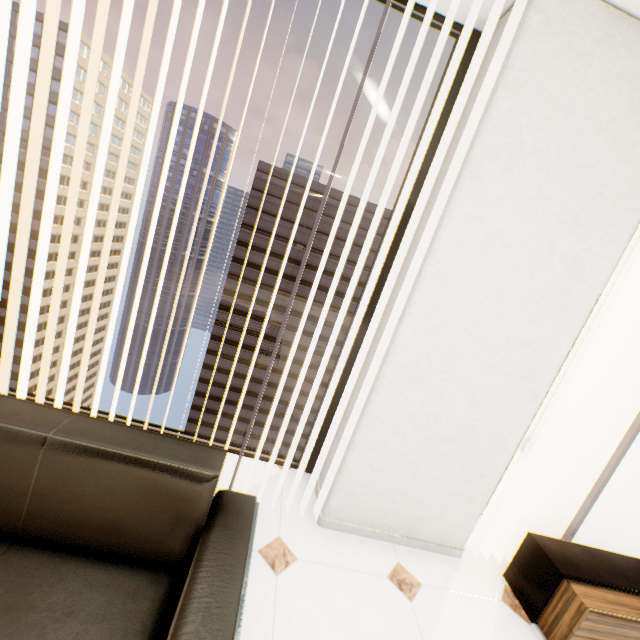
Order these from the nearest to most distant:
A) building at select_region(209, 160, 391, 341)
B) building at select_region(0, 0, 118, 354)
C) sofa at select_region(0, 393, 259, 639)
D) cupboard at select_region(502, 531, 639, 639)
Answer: sofa at select_region(0, 393, 259, 639) < cupboard at select_region(502, 531, 639, 639) < building at select_region(0, 0, 118, 354) < building at select_region(209, 160, 391, 341)

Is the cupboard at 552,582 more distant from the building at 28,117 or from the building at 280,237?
the building at 28,117

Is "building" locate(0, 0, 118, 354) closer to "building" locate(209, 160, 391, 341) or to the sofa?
"building" locate(209, 160, 391, 341)

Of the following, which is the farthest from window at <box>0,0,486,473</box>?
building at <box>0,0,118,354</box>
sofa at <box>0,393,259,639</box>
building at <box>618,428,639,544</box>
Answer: building at <box>618,428,639,544</box>

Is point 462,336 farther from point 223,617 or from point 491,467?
point 223,617

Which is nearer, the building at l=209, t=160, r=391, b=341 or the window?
the window

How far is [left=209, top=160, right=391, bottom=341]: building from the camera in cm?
5478

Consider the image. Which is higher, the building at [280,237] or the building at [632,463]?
the building at [280,237]
